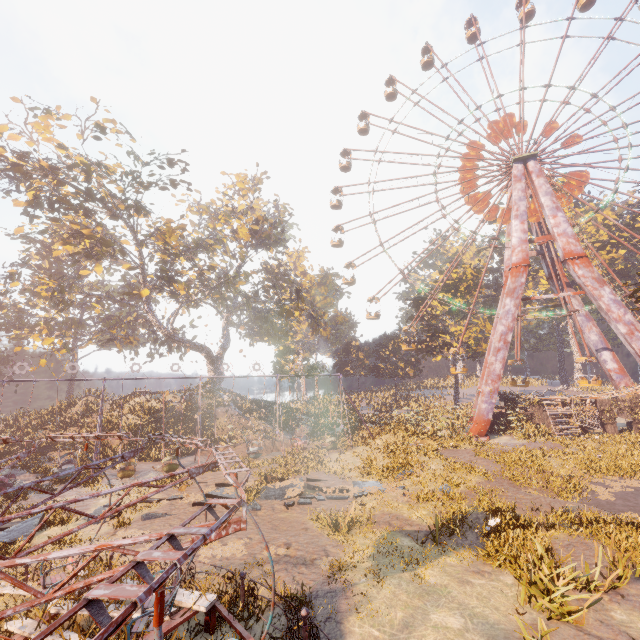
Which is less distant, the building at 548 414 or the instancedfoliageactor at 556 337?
the building at 548 414

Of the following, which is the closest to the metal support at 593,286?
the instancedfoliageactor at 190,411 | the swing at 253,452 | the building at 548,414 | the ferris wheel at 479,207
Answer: the ferris wheel at 479,207

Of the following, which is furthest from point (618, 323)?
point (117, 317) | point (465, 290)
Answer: point (117, 317)

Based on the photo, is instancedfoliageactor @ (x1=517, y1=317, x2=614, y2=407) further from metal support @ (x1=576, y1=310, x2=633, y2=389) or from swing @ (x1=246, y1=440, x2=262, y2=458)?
swing @ (x1=246, y1=440, x2=262, y2=458)

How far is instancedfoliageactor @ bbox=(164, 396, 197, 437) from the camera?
27.3 meters

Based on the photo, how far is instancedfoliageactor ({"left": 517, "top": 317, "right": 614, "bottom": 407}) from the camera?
48.46m

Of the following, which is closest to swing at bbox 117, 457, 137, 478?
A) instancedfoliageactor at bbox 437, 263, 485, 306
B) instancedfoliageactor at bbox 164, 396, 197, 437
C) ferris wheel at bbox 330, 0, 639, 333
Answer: instancedfoliageactor at bbox 437, 263, 485, 306
